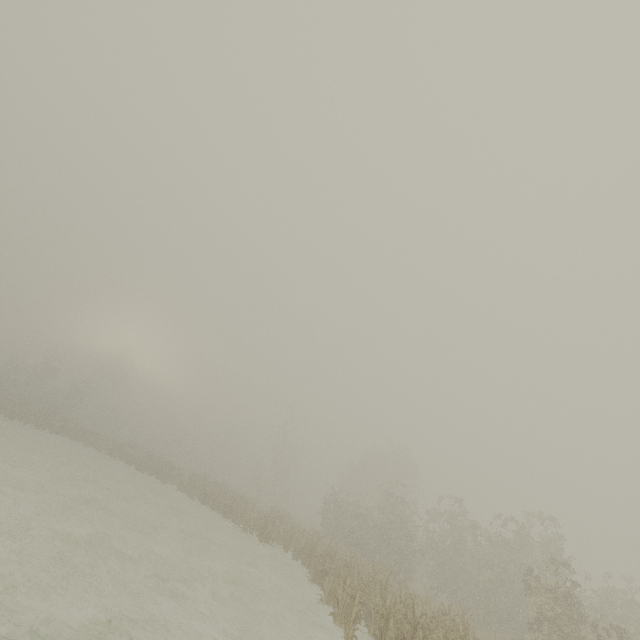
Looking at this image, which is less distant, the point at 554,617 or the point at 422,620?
the point at 422,620
